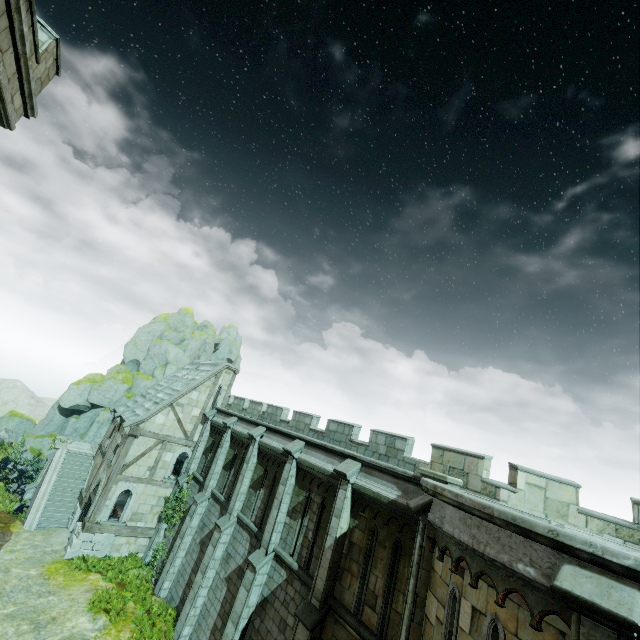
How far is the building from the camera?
19.44m

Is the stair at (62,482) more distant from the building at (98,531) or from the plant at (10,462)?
the plant at (10,462)

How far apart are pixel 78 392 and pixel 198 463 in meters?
18.9

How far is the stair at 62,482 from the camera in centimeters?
2102cm

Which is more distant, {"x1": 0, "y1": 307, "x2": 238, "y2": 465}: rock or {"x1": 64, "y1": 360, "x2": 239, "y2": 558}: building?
{"x1": 0, "y1": 307, "x2": 238, "y2": 465}: rock

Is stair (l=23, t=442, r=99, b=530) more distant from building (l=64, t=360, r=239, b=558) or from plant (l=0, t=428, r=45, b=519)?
plant (l=0, t=428, r=45, b=519)

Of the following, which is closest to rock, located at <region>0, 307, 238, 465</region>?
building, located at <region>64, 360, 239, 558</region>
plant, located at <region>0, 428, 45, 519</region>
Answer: plant, located at <region>0, 428, 45, 519</region>

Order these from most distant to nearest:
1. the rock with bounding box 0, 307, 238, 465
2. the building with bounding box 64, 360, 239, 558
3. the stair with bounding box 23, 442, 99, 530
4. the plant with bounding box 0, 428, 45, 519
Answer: the rock with bounding box 0, 307, 238, 465 → the plant with bounding box 0, 428, 45, 519 → the stair with bounding box 23, 442, 99, 530 → the building with bounding box 64, 360, 239, 558
